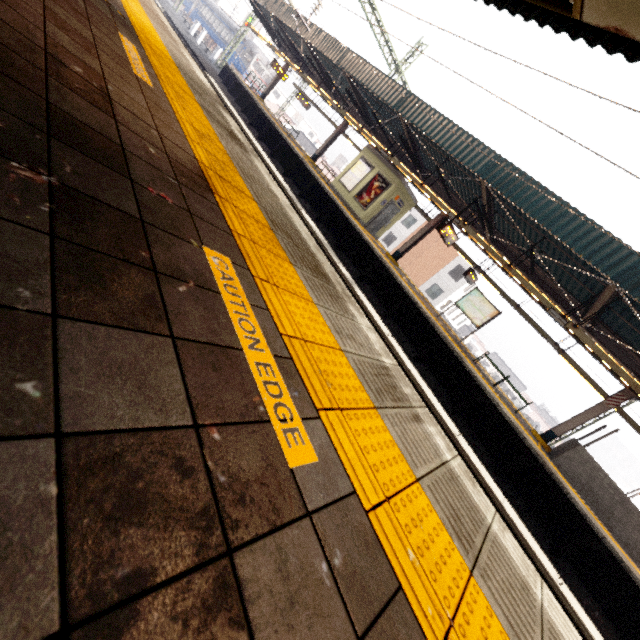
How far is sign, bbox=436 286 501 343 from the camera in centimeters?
1321cm

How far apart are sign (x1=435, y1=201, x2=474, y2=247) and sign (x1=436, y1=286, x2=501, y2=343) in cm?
222

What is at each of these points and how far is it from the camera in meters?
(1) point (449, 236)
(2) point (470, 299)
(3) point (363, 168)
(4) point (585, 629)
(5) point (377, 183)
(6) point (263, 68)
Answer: (1) sign, 12.4
(2) sign, 13.8
(3) sign, 17.1
(4) electrical rail conduit, 4.7
(5) sign, 16.4
(6) train, 35.8

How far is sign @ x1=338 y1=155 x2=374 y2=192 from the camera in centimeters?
1692cm

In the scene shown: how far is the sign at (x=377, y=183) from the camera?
16.11m

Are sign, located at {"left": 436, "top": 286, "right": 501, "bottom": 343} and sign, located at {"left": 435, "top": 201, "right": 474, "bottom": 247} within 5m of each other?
yes

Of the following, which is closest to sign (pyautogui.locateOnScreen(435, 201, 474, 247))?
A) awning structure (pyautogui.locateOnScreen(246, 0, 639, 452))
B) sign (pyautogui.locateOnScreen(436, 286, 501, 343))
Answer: awning structure (pyautogui.locateOnScreen(246, 0, 639, 452))

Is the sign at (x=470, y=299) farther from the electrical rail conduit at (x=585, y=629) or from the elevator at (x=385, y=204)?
the electrical rail conduit at (x=585, y=629)
